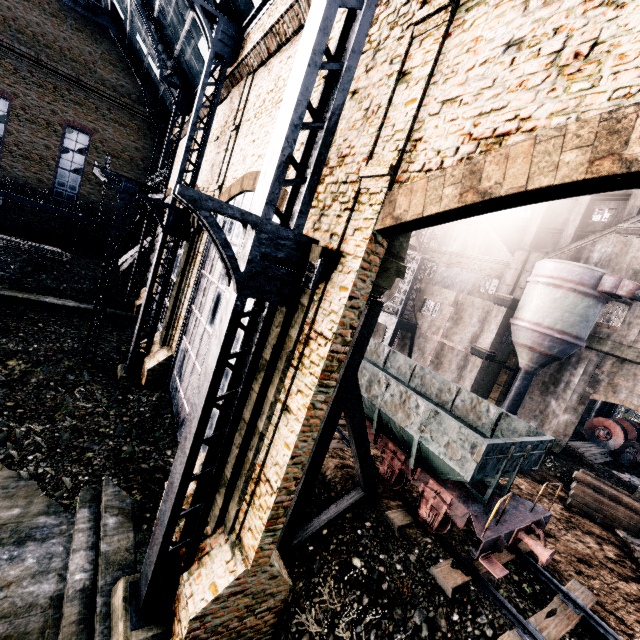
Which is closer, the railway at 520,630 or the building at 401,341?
the railway at 520,630

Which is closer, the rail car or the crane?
the rail car

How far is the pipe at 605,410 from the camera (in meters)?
33.31

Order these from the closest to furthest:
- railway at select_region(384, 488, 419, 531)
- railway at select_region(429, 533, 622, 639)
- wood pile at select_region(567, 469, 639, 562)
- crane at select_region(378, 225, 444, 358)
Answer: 1. railway at select_region(429, 533, 622, 639)
2. railway at select_region(384, 488, 419, 531)
3. wood pile at select_region(567, 469, 639, 562)
4. crane at select_region(378, 225, 444, 358)

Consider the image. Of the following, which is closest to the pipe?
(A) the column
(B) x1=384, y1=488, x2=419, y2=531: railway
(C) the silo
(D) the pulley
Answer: (D) the pulley

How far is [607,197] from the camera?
26.7 meters

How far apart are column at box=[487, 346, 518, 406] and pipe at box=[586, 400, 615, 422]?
13.1m

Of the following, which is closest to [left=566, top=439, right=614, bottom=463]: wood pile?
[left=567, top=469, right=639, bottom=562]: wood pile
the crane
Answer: [left=567, top=469, right=639, bottom=562]: wood pile
